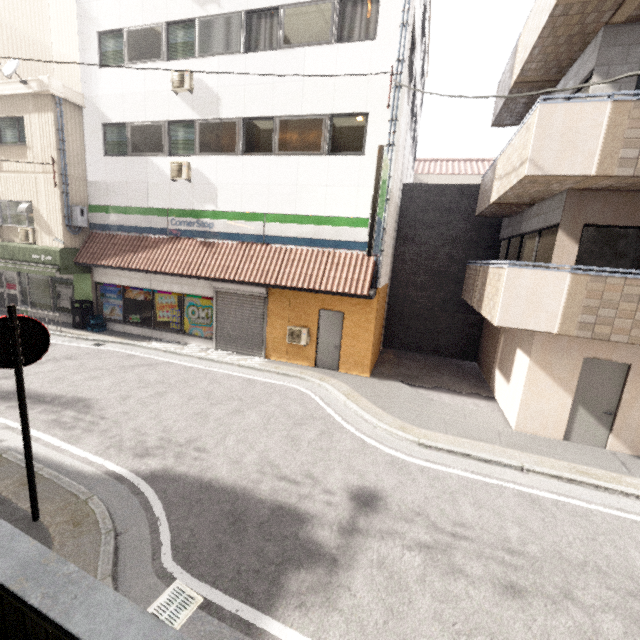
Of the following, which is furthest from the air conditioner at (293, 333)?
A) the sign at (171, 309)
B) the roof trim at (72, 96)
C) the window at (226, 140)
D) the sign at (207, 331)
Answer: the roof trim at (72, 96)

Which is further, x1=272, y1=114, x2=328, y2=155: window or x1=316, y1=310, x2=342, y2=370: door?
x1=316, y1=310, x2=342, y2=370: door

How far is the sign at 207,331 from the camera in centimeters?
1227cm

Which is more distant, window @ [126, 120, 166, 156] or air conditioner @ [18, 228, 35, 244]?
air conditioner @ [18, 228, 35, 244]

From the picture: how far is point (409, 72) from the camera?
10.6 meters

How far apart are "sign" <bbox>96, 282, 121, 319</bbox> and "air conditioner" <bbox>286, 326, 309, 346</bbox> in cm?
756

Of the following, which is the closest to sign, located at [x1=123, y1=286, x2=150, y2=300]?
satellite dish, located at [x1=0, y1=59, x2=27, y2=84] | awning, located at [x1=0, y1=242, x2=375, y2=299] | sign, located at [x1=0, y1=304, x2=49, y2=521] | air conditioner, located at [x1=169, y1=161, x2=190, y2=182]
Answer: awning, located at [x1=0, y1=242, x2=375, y2=299]

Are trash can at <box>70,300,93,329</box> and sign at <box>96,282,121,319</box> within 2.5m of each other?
yes
